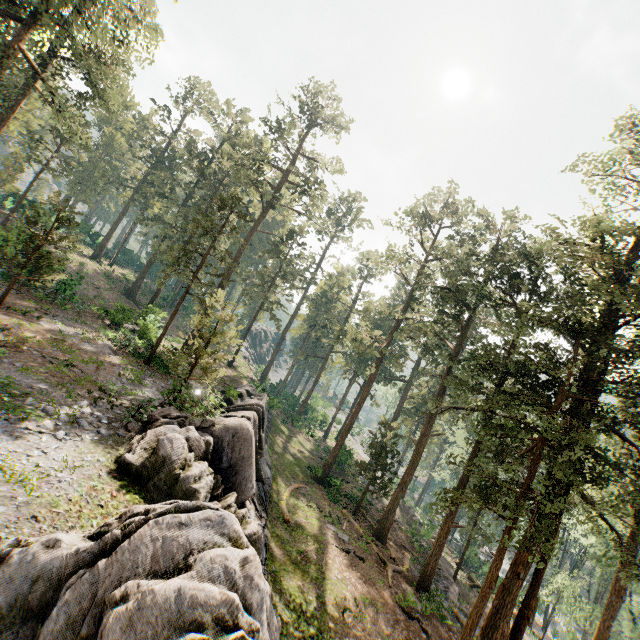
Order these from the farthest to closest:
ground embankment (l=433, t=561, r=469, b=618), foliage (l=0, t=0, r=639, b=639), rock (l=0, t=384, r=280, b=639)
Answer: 1. ground embankment (l=433, t=561, r=469, b=618)
2. foliage (l=0, t=0, r=639, b=639)
3. rock (l=0, t=384, r=280, b=639)

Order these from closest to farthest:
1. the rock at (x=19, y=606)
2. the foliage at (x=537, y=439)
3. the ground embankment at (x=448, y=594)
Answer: the rock at (x=19, y=606) → the foliage at (x=537, y=439) → the ground embankment at (x=448, y=594)

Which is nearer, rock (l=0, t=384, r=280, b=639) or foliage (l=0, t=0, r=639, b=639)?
rock (l=0, t=384, r=280, b=639)

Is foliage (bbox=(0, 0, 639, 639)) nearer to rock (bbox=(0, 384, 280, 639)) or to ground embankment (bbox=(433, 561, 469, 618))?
ground embankment (bbox=(433, 561, 469, 618))

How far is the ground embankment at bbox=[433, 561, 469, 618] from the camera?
23.09m

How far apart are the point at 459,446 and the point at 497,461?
36.80m

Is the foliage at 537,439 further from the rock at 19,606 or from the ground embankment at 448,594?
the rock at 19,606
